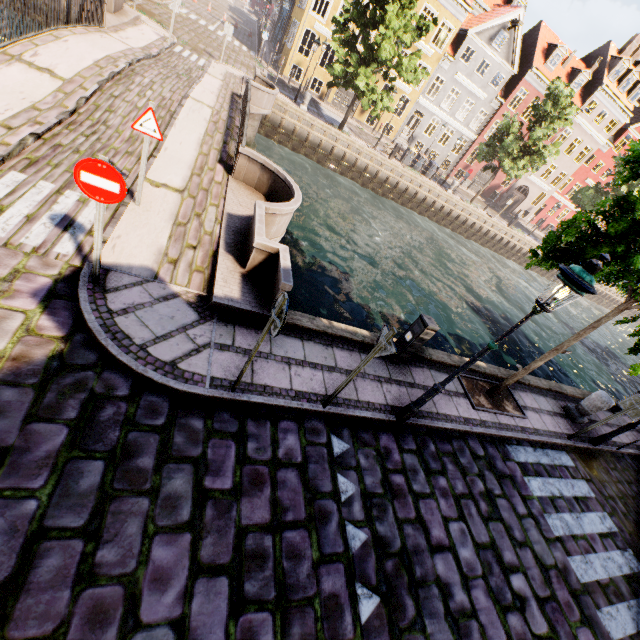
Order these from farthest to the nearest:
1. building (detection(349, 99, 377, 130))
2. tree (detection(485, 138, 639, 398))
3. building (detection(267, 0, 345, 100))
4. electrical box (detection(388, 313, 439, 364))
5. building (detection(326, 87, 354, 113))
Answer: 1. building (detection(349, 99, 377, 130))
2. building (detection(326, 87, 354, 113))
3. building (detection(267, 0, 345, 100))
4. electrical box (detection(388, 313, 439, 364))
5. tree (detection(485, 138, 639, 398))

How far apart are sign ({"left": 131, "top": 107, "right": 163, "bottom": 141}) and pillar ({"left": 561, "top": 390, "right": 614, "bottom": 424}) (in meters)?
12.24

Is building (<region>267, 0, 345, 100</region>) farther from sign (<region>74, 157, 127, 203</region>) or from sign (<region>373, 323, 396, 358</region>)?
sign (<region>373, 323, 396, 358</region>)

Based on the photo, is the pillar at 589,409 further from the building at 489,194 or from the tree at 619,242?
the building at 489,194

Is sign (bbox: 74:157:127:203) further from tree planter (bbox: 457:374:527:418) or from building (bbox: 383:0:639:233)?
building (bbox: 383:0:639:233)

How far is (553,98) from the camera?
23.62m

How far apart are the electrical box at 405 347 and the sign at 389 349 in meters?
2.2

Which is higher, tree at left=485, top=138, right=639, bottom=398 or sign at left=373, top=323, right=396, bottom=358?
tree at left=485, top=138, right=639, bottom=398
